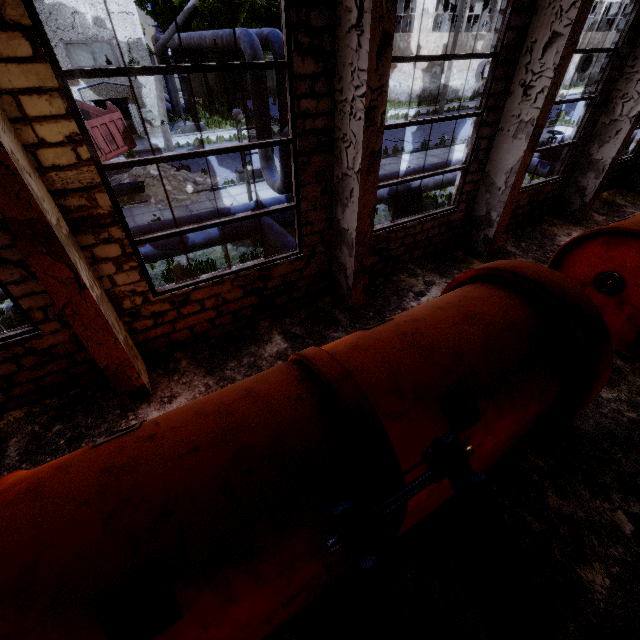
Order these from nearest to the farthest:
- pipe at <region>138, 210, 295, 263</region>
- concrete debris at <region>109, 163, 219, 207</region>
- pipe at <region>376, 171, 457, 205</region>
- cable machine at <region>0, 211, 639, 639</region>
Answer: cable machine at <region>0, 211, 639, 639</region>, pipe at <region>138, 210, 295, 263</region>, pipe at <region>376, 171, 457, 205</region>, concrete debris at <region>109, 163, 219, 207</region>

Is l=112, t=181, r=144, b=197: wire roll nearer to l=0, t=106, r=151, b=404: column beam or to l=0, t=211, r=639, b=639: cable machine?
l=0, t=106, r=151, b=404: column beam

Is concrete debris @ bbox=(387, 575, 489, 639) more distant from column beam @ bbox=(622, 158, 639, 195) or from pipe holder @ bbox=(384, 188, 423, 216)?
column beam @ bbox=(622, 158, 639, 195)

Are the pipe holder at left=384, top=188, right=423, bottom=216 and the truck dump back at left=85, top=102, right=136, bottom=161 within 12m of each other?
yes

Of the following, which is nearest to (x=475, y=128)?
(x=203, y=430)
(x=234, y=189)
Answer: (x=203, y=430)

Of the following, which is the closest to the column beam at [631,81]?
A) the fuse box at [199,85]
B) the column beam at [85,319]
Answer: the column beam at [85,319]

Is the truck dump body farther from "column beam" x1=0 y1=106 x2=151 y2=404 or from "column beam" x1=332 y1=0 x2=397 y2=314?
"column beam" x1=332 y1=0 x2=397 y2=314

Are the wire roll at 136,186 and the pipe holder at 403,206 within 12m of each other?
yes
